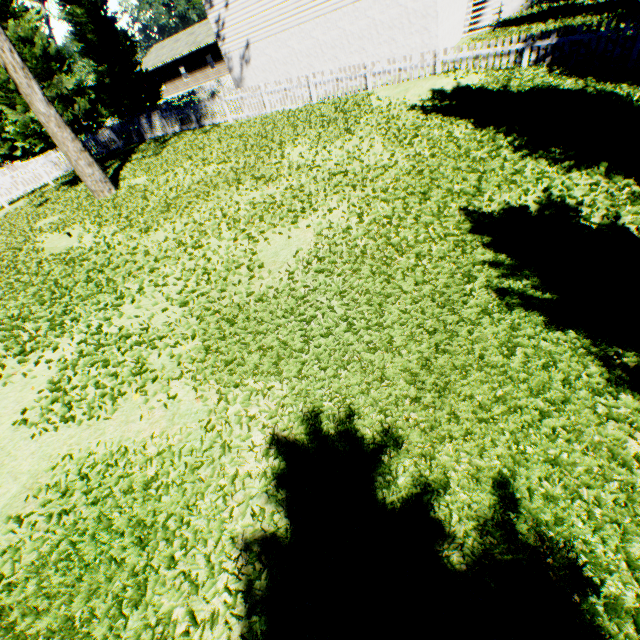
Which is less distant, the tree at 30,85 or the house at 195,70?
the tree at 30,85

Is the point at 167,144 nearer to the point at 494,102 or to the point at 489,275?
the point at 494,102

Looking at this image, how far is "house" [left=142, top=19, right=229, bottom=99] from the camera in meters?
38.5

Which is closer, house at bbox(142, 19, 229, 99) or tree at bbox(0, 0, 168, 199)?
tree at bbox(0, 0, 168, 199)

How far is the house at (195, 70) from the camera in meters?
38.5 m
